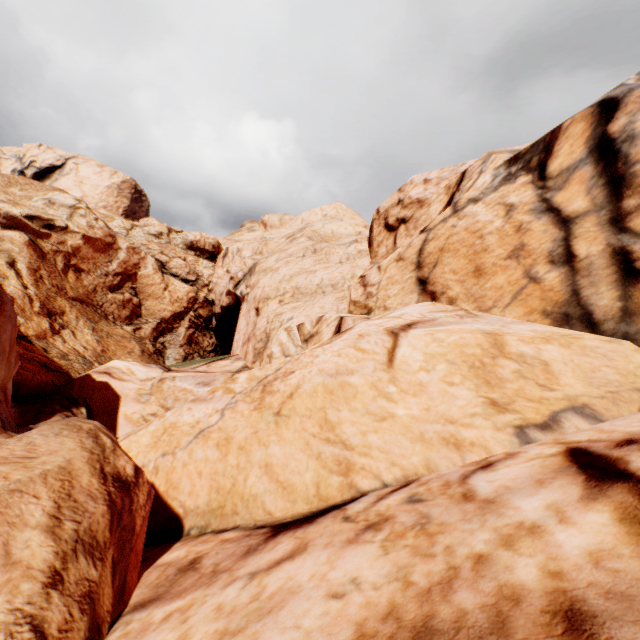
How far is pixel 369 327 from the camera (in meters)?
8.54
